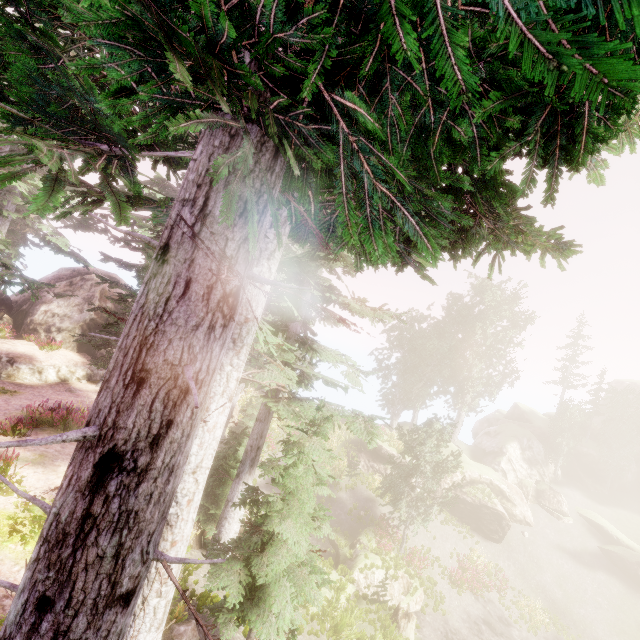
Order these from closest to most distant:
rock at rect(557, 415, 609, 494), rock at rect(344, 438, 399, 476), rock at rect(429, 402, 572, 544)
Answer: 1. rock at rect(429, 402, 572, 544)
2. rock at rect(344, 438, 399, 476)
3. rock at rect(557, 415, 609, 494)

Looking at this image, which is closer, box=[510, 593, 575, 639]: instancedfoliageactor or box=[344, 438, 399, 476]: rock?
box=[510, 593, 575, 639]: instancedfoliageactor

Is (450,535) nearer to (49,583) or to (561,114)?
(49,583)

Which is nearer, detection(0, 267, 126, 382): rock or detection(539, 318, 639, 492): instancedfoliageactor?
detection(0, 267, 126, 382): rock

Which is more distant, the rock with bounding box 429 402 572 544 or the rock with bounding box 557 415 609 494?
the rock with bounding box 557 415 609 494

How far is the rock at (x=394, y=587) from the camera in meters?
17.5
